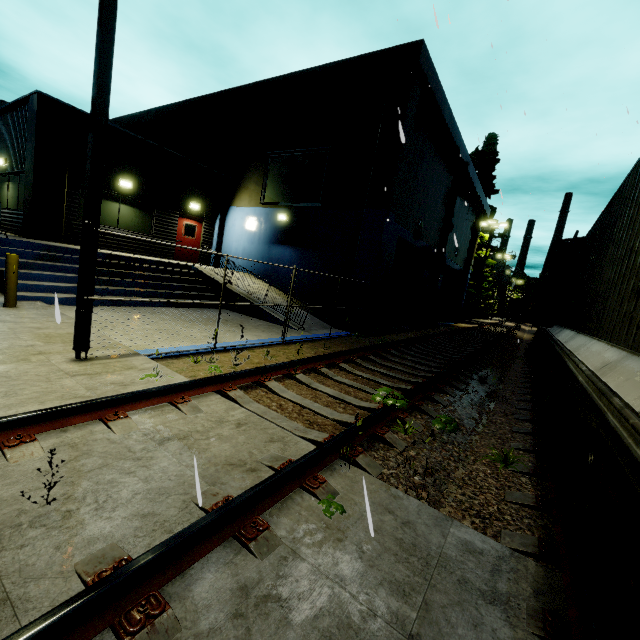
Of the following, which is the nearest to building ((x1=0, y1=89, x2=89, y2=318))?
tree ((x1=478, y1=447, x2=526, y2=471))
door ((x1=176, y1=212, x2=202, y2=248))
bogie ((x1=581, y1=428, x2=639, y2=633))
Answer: door ((x1=176, y1=212, x2=202, y2=248))

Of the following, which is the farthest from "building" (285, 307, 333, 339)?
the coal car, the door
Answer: the coal car

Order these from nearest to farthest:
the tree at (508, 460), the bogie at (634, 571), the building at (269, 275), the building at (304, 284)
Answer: the bogie at (634, 571) < the tree at (508, 460) < the building at (304, 284) < the building at (269, 275)

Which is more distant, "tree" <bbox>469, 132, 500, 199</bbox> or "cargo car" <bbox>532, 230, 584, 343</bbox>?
"tree" <bbox>469, 132, 500, 199</bbox>

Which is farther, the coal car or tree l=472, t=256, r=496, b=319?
the coal car

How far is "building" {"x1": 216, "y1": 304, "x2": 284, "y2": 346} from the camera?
8.5 meters

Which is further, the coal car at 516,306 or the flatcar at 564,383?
the coal car at 516,306

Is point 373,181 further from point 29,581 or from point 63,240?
point 29,581
